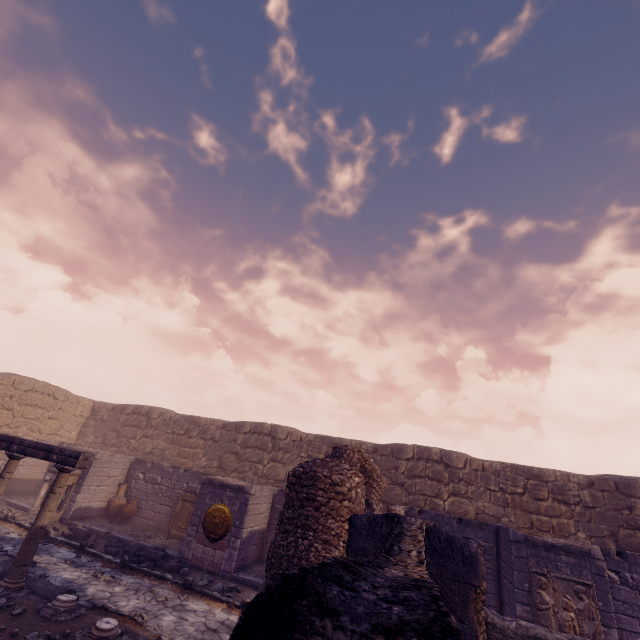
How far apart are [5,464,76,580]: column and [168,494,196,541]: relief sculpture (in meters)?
5.34

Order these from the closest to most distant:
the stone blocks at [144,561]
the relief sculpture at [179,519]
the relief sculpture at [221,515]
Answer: the stone blocks at [144,561], the relief sculpture at [221,515], the relief sculpture at [179,519]

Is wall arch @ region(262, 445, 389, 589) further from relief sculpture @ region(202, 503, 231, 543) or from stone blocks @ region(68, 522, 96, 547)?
stone blocks @ region(68, 522, 96, 547)

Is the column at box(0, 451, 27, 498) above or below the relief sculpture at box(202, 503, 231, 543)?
above

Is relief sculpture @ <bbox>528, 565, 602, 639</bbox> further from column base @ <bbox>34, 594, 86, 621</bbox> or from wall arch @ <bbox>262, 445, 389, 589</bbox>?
column base @ <bbox>34, 594, 86, 621</bbox>

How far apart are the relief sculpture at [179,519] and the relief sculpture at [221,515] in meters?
1.7

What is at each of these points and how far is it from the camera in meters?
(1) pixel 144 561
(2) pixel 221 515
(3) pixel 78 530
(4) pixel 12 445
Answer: (1) stone blocks, 9.5
(2) relief sculpture, 10.2
(3) stone blocks, 10.7
(4) entablature, 8.3

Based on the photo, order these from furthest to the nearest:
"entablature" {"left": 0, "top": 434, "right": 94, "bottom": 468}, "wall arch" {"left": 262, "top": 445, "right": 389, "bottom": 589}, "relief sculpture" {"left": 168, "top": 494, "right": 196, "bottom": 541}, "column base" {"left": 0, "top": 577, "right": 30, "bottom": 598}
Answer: "relief sculpture" {"left": 168, "top": 494, "right": 196, "bottom": 541} → "entablature" {"left": 0, "top": 434, "right": 94, "bottom": 468} → "column base" {"left": 0, "top": 577, "right": 30, "bottom": 598} → "wall arch" {"left": 262, "top": 445, "right": 389, "bottom": 589}
